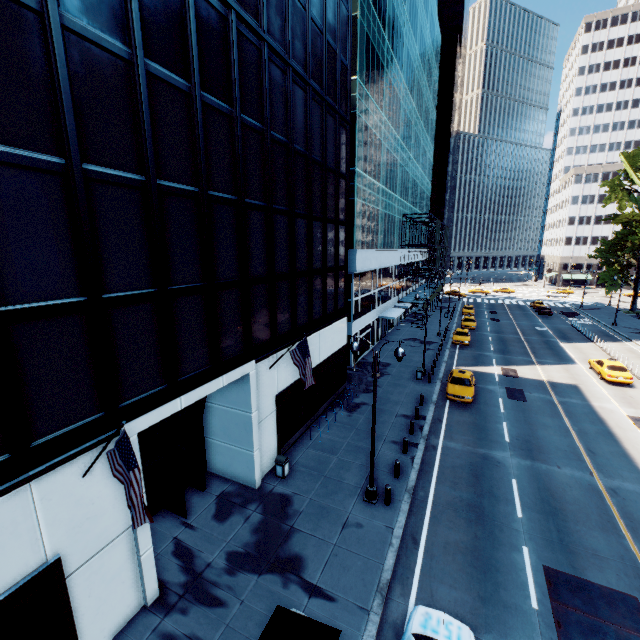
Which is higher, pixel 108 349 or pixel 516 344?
pixel 108 349

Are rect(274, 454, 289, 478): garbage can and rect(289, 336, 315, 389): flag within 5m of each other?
yes

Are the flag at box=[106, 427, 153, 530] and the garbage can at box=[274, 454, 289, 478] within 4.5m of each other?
no

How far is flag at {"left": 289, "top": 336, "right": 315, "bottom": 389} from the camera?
14.4m

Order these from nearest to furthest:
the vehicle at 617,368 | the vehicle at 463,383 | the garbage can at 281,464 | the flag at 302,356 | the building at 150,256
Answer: the building at 150,256, the flag at 302,356, the garbage can at 281,464, the vehicle at 463,383, the vehicle at 617,368

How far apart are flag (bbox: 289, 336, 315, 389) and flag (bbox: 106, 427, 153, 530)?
7.97m

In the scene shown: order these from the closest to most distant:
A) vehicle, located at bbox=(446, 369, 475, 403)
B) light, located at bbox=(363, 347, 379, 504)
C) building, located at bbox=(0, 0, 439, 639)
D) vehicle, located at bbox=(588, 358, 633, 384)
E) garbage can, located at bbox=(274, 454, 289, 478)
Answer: building, located at bbox=(0, 0, 439, 639)
light, located at bbox=(363, 347, 379, 504)
garbage can, located at bbox=(274, 454, 289, 478)
vehicle, located at bbox=(446, 369, 475, 403)
vehicle, located at bbox=(588, 358, 633, 384)

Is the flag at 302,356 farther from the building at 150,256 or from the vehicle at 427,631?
the vehicle at 427,631
